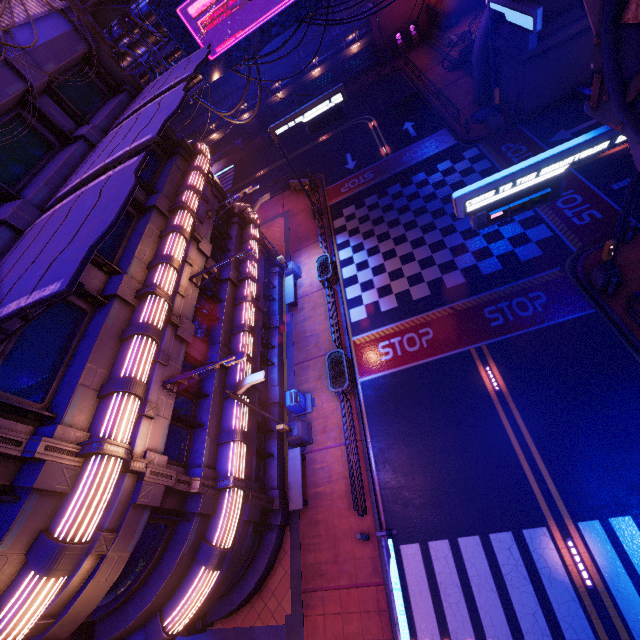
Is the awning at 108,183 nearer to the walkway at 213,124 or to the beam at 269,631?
the beam at 269,631

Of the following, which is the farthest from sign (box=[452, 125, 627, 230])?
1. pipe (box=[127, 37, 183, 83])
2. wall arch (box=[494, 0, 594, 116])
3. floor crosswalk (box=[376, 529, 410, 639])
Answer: floor crosswalk (box=[376, 529, 410, 639])

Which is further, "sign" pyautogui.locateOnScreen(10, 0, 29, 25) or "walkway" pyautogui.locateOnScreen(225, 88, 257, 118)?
"walkway" pyautogui.locateOnScreen(225, 88, 257, 118)

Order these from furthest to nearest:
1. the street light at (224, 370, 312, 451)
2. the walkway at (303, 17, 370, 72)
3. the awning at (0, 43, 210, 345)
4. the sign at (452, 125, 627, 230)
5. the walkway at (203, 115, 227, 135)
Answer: the walkway at (203, 115, 227, 135) → the walkway at (303, 17, 370, 72) → the street light at (224, 370, 312, 451) → the sign at (452, 125, 627, 230) → the awning at (0, 43, 210, 345)

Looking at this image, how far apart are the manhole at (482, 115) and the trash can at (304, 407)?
22.41m

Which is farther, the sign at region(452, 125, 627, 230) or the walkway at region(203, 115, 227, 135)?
the walkway at region(203, 115, 227, 135)

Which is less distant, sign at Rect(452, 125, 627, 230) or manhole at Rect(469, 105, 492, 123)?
sign at Rect(452, 125, 627, 230)

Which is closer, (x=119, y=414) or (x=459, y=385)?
(x=119, y=414)
